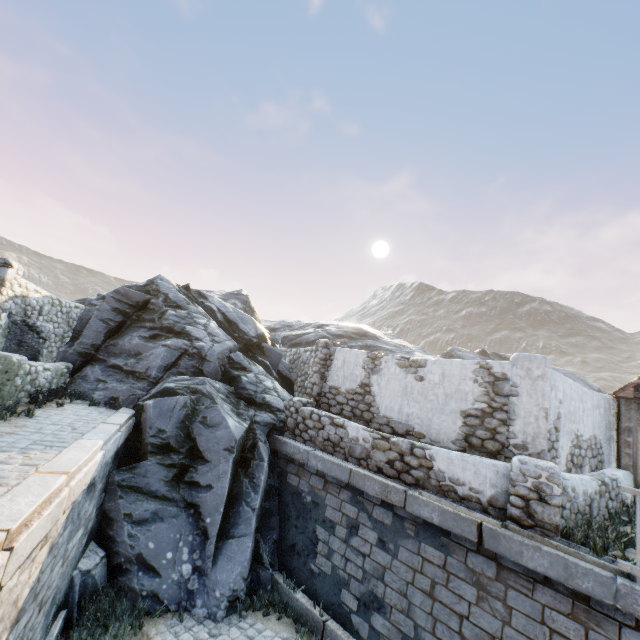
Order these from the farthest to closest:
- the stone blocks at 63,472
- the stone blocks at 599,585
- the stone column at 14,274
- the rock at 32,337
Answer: the rock at 32,337, the stone column at 14,274, the stone blocks at 599,585, the stone blocks at 63,472

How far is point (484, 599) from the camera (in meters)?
5.32

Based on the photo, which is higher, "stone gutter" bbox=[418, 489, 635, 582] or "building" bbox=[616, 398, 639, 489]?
"building" bbox=[616, 398, 639, 489]

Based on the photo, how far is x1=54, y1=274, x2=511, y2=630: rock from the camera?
6.9 meters

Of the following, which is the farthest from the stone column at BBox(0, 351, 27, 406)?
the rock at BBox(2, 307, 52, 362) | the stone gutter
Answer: the stone gutter

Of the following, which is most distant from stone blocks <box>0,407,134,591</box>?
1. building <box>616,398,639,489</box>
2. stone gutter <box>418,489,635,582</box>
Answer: building <box>616,398,639,489</box>

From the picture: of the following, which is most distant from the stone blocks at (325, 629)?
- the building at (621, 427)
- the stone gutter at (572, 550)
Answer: the building at (621, 427)

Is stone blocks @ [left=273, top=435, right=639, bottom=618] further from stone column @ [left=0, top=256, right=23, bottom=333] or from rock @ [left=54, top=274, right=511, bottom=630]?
stone column @ [left=0, top=256, right=23, bottom=333]
